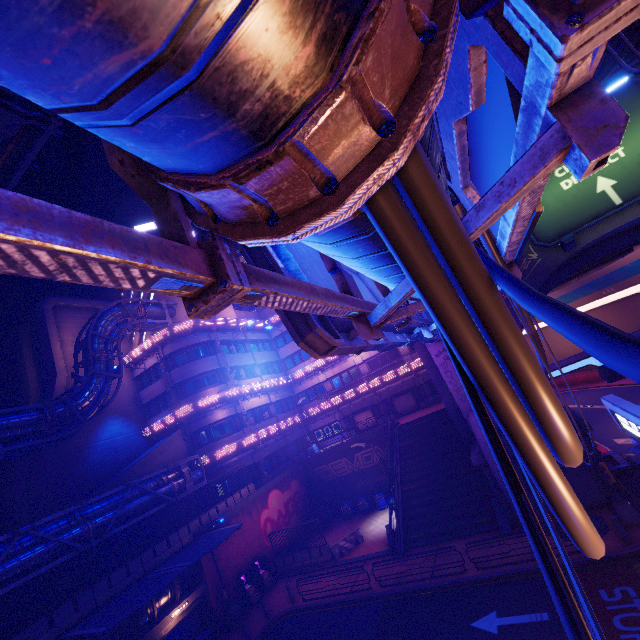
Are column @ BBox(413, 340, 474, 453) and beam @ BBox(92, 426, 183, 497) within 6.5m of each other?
no

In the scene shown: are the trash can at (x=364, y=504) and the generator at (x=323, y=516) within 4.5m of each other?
yes

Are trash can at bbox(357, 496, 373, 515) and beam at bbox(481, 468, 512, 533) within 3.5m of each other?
no

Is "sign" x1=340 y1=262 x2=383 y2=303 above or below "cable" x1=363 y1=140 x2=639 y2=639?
above

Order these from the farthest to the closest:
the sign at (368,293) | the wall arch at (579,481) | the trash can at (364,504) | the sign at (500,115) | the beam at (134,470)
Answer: the trash can at (364,504), the beam at (134,470), the wall arch at (579,481), the sign at (368,293), the sign at (500,115)

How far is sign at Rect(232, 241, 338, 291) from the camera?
4.5 meters

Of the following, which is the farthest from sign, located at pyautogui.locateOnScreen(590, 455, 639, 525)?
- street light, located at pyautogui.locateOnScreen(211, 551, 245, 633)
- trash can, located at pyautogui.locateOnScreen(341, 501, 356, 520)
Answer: street light, located at pyautogui.locateOnScreen(211, 551, 245, 633)

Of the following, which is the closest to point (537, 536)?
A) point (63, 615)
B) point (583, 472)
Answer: point (583, 472)
